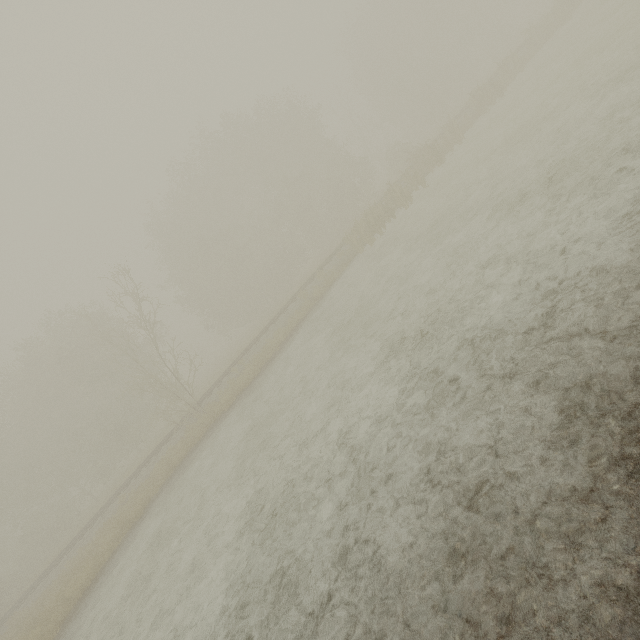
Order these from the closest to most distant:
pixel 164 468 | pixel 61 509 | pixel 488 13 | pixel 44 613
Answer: pixel 44 613 → pixel 164 468 → pixel 61 509 → pixel 488 13
